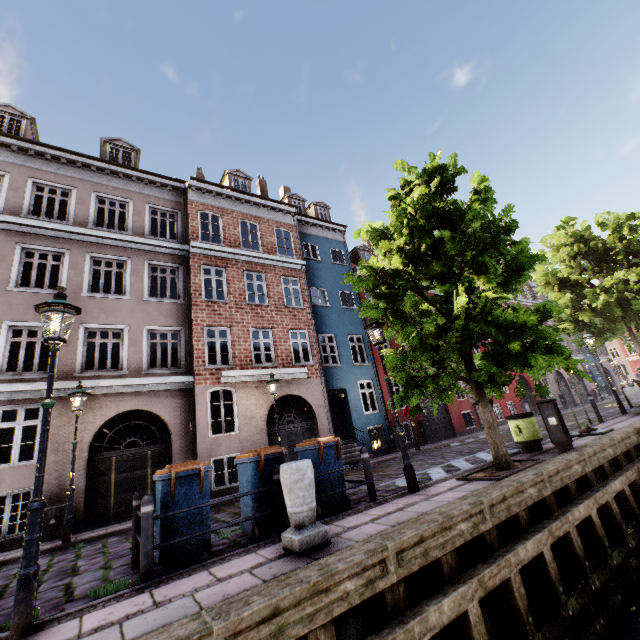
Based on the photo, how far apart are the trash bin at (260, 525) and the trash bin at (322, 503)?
0.5m

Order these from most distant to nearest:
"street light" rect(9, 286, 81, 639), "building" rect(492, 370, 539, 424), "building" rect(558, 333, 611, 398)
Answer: "building" rect(558, 333, 611, 398) < "building" rect(492, 370, 539, 424) < "street light" rect(9, 286, 81, 639)

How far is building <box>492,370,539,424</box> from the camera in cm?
2344

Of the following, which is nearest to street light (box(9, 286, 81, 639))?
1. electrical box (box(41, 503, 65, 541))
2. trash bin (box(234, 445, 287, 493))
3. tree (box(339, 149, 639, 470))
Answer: tree (box(339, 149, 639, 470))

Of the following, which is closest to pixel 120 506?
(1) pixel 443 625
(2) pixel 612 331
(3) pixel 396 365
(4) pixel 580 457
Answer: (3) pixel 396 365

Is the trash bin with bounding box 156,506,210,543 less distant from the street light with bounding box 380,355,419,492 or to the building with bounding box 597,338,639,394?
the street light with bounding box 380,355,419,492

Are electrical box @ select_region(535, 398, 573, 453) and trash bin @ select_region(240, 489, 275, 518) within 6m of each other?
no

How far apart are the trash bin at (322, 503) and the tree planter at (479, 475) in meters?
2.4 m
